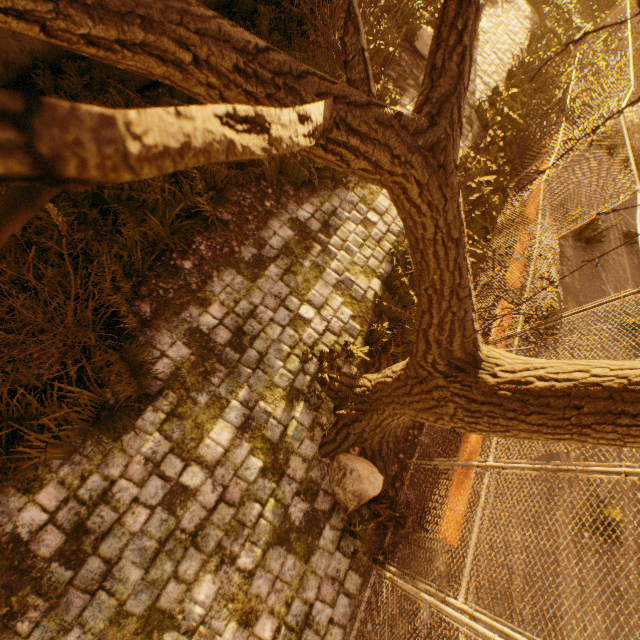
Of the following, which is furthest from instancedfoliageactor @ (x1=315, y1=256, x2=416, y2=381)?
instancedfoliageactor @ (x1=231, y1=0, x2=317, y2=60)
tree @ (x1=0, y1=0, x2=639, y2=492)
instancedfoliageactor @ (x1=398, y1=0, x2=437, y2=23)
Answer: instancedfoliageactor @ (x1=398, y1=0, x2=437, y2=23)

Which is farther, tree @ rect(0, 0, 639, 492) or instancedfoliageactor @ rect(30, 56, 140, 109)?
instancedfoliageactor @ rect(30, 56, 140, 109)

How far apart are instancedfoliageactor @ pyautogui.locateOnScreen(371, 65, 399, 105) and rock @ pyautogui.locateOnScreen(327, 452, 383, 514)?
6.9m

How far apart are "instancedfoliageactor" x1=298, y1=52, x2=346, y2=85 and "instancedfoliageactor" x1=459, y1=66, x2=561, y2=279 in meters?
3.3

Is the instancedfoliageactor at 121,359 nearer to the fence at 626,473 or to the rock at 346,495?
the rock at 346,495

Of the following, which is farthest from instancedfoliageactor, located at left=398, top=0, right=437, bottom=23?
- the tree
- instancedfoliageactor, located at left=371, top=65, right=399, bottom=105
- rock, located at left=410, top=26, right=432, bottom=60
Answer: A: instancedfoliageactor, located at left=371, top=65, right=399, bottom=105

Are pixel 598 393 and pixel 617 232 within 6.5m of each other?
no

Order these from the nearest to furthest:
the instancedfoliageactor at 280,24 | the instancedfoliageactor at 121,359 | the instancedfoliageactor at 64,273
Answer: the instancedfoliageactor at 121,359
the instancedfoliageactor at 64,273
the instancedfoliageactor at 280,24
